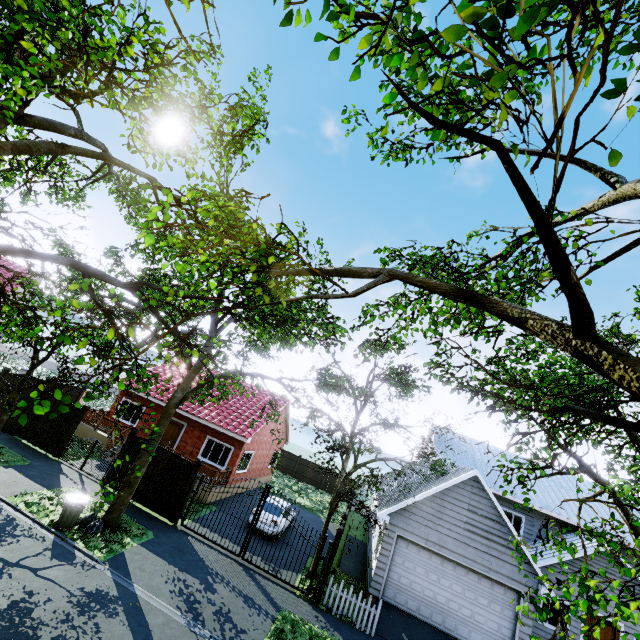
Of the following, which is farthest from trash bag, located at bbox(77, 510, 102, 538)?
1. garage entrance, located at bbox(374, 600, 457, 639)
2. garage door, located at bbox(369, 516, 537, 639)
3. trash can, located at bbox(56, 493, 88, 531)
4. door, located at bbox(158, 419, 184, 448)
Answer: garage door, located at bbox(369, 516, 537, 639)

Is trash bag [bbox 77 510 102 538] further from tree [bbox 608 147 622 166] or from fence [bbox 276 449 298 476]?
fence [bbox 276 449 298 476]

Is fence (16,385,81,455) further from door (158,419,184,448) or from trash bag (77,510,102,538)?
door (158,419,184,448)

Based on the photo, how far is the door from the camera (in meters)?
20.62

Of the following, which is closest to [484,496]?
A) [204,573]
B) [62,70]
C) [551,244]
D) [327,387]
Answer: [327,387]

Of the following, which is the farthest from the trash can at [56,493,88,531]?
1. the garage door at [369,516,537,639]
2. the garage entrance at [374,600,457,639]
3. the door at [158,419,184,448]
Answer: the garage door at [369,516,537,639]

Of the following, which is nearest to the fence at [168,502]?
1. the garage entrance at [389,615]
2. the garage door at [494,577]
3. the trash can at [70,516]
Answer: the garage entrance at [389,615]

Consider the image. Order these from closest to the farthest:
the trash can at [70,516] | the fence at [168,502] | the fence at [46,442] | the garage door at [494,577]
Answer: the trash can at [70,516] < the garage door at [494,577] < the fence at [168,502] < the fence at [46,442]
